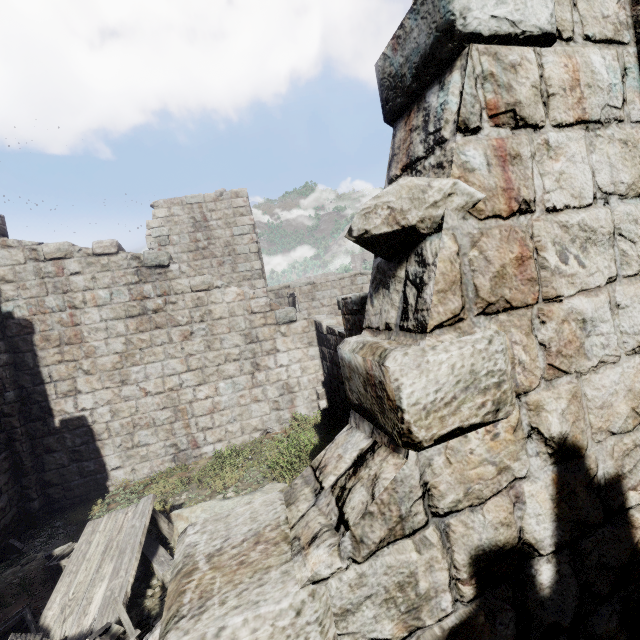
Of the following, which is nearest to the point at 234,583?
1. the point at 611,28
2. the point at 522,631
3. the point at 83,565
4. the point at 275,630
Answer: the point at 275,630

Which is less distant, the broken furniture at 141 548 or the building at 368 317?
the building at 368 317

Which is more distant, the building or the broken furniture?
the broken furniture

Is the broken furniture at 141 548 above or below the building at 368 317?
below

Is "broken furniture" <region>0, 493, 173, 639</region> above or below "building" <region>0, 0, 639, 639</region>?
below
